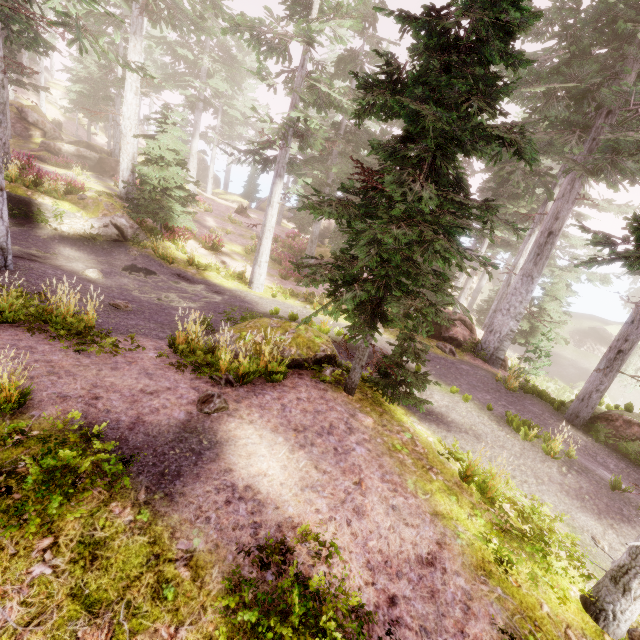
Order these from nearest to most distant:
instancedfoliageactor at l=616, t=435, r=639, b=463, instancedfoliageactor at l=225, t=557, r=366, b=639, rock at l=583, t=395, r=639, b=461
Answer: instancedfoliageactor at l=225, t=557, r=366, b=639, instancedfoliageactor at l=616, t=435, r=639, b=463, rock at l=583, t=395, r=639, b=461

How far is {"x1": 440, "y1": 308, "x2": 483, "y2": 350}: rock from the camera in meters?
14.8

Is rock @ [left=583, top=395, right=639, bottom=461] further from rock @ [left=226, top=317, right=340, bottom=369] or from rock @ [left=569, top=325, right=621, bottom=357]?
rock @ [left=569, top=325, right=621, bottom=357]

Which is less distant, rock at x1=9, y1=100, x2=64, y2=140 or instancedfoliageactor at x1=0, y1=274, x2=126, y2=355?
instancedfoliageactor at x1=0, y1=274, x2=126, y2=355

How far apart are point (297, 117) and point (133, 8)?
11.6m

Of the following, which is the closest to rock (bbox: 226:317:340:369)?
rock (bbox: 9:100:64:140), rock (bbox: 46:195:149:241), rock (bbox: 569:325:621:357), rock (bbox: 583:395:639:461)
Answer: rock (bbox: 583:395:639:461)

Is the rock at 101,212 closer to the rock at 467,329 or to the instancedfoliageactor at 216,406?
the instancedfoliageactor at 216,406

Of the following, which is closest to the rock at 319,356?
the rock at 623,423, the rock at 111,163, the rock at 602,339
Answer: the rock at 623,423
